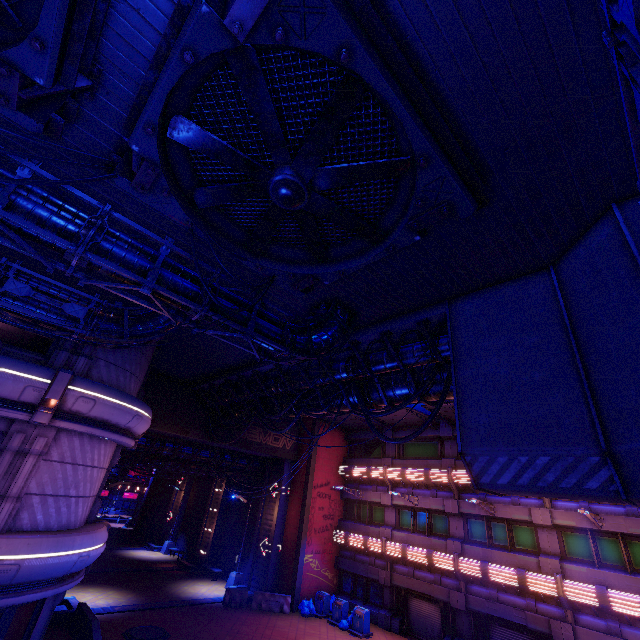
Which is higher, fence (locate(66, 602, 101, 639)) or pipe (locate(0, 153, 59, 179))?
pipe (locate(0, 153, 59, 179))

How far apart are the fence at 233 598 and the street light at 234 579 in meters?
2.8 m

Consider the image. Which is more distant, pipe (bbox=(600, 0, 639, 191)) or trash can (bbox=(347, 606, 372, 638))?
trash can (bbox=(347, 606, 372, 638))

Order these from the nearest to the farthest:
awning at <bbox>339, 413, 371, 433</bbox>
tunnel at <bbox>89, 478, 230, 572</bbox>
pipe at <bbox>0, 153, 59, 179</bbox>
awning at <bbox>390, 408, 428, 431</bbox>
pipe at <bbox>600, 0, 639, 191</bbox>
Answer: pipe at <bbox>600, 0, 639, 191</bbox> → pipe at <bbox>0, 153, 59, 179</bbox> → awning at <bbox>390, 408, 428, 431</bbox> → awning at <bbox>339, 413, 371, 433</bbox> → tunnel at <bbox>89, 478, 230, 572</bbox>

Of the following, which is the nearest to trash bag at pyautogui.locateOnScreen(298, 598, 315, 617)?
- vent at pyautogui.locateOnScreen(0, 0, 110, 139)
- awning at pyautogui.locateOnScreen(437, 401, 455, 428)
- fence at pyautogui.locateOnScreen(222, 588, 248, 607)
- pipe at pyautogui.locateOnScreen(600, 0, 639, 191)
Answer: fence at pyautogui.locateOnScreen(222, 588, 248, 607)

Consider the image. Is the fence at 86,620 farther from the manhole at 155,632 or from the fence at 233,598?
the fence at 233,598

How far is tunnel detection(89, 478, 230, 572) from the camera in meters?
25.9

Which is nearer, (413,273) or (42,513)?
(413,273)
